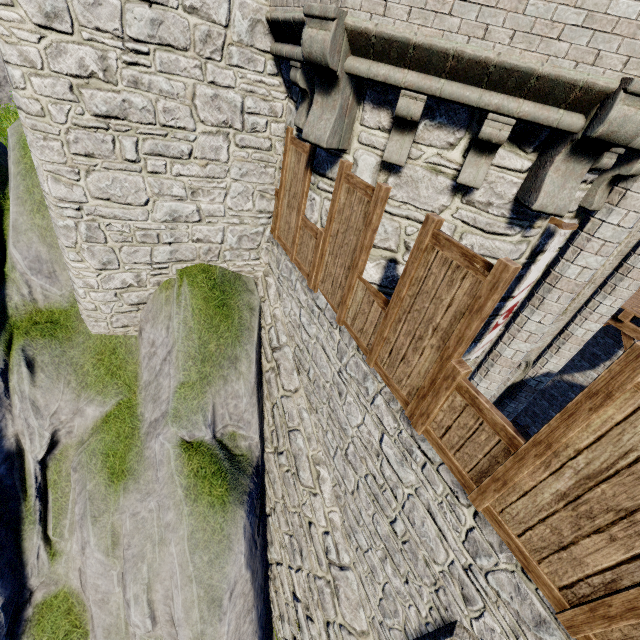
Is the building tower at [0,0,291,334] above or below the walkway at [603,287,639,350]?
above

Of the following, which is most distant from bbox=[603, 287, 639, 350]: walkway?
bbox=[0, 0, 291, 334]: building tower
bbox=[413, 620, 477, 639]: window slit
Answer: bbox=[413, 620, 477, 639]: window slit

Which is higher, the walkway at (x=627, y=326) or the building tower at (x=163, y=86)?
the building tower at (x=163, y=86)

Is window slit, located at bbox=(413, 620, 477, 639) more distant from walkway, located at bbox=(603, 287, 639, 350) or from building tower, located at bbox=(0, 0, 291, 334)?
walkway, located at bbox=(603, 287, 639, 350)

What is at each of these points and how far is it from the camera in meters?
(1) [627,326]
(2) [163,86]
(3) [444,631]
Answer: (1) walkway, 10.7
(2) building tower, 5.0
(3) window slit, 4.0

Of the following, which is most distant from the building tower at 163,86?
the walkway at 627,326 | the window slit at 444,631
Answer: the window slit at 444,631
